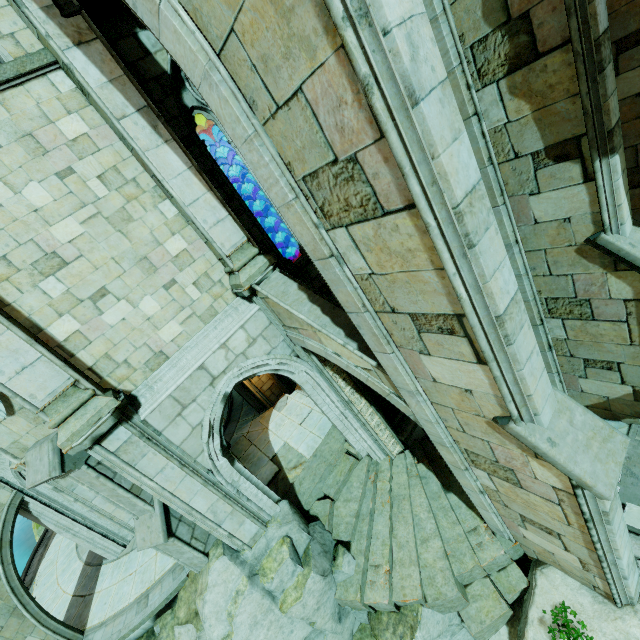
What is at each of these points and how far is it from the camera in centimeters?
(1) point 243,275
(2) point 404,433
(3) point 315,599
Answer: (1) column top, 691cm
(2) column base, 1046cm
(3) rock, 736cm

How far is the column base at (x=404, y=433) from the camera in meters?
10.4

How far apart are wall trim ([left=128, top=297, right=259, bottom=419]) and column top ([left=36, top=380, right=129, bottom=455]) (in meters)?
0.03

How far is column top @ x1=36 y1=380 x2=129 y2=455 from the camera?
5.3m

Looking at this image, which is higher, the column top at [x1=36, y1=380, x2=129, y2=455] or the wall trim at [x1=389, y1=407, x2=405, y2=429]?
the column top at [x1=36, y1=380, x2=129, y2=455]

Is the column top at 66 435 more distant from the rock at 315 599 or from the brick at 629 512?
the brick at 629 512

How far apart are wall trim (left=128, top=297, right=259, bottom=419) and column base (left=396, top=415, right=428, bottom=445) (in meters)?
6.44

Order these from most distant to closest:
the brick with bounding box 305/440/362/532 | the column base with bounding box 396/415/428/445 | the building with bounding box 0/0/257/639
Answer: the column base with bounding box 396/415/428/445 < the brick with bounding box 305/440/362/532 < the building with bounding box 0/0/257/639
